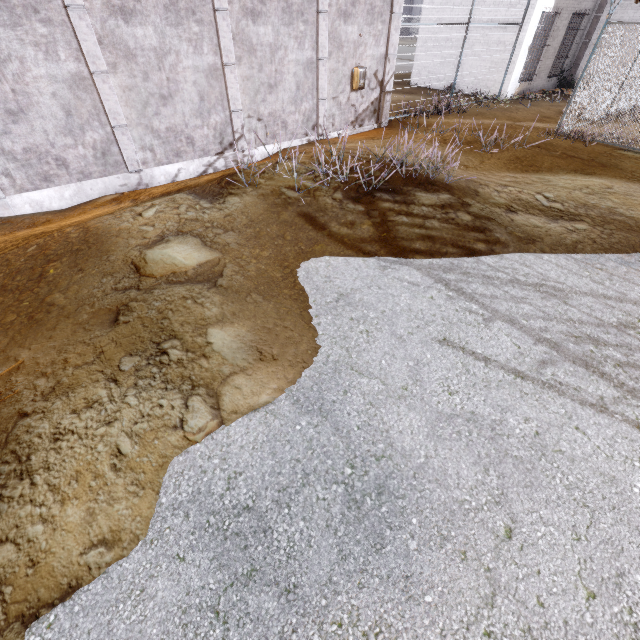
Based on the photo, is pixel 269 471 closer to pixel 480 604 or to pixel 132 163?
pixel 480 604

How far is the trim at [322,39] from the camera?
8.95m

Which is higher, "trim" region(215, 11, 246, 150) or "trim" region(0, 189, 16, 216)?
"trim" region(215, 11, 246, 150)

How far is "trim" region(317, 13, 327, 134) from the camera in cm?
895

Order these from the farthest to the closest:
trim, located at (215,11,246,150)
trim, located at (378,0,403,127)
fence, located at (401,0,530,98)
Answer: fence, located at (401,0,530,98), trim, located at (378,0,403,127), trim, located at (215,11,246,150)

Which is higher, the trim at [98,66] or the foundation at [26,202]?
Answer: the trim at [98,66]

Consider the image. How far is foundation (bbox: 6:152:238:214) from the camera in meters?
7.3 m

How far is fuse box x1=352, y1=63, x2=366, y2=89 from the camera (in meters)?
10.27
